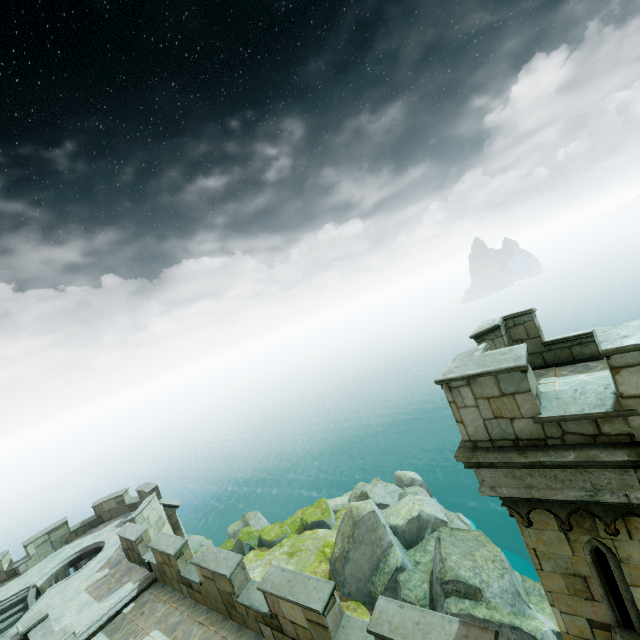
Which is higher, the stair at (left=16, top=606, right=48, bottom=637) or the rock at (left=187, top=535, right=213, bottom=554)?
the stair at (left=16, top=606, right=48, bottom=637)

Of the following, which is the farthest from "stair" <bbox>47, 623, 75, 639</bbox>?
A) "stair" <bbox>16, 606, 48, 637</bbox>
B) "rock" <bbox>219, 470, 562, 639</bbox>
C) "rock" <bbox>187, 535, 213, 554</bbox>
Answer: "rock" <bbox>187, 535, 213, 554</bbox>

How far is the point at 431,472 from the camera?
49.59m

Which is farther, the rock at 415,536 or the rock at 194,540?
the rock at 194,540

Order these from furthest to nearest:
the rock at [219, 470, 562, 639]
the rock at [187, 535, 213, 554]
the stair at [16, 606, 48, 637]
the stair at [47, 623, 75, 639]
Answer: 1. the rock at [187, 535, 213, 554]
2. the rock at [219, 470, 562, 639]
3. the stair at [16, 606, 48, 637]
4. the stair at [47, 623, 75, 639]

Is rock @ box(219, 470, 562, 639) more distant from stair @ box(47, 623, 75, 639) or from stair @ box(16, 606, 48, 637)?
stair @ box(16, 606, 48, 637)

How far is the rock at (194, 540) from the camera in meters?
30.7 m

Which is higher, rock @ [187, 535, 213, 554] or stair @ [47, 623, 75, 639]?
stair @ [47, 623, 75, 639]
